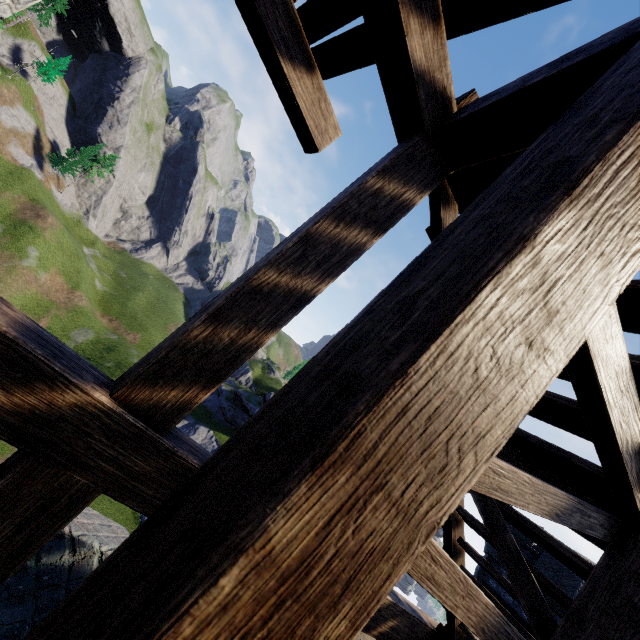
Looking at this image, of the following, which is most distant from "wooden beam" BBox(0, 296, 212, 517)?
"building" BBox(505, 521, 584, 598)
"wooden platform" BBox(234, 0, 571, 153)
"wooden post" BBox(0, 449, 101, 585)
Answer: "building" BBox(505, 521, 584, 598)

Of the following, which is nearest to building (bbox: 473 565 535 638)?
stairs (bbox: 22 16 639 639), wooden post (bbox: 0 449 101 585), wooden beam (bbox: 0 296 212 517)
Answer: stairs (bbox: 22 16 639 639)

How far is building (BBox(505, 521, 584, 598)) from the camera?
10.45m

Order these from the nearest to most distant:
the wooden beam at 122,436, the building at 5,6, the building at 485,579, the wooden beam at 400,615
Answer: the wooden beam at 122,436, the wooden beam at 400,615, the building at 5,6, the building at 485,579

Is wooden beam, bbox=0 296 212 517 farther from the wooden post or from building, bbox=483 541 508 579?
building, bbox=483 541 508 579

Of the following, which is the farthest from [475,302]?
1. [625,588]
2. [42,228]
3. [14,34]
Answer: [14,34]

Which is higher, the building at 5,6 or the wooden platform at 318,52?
the wooden platform at 318,52
